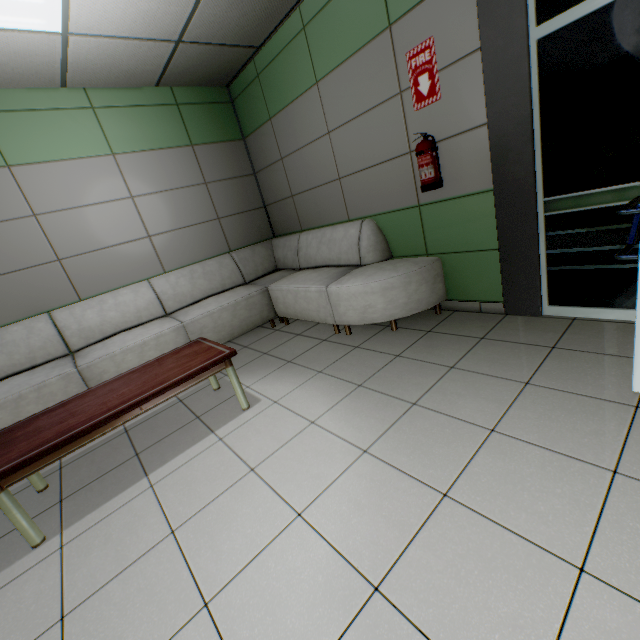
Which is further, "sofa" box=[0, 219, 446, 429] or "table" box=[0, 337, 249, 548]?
"sofa" box=[0, 219, 446, 429]

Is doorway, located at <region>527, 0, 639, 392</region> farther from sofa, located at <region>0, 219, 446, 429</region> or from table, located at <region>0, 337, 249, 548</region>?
table, located at <region>0, 337, 249, 548</region>

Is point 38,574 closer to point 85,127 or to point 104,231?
point 104,231

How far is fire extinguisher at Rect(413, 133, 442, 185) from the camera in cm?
274

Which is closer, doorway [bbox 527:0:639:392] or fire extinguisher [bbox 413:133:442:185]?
doorway [bbox 527:0:639:392]

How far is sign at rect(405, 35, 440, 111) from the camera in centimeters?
259cm

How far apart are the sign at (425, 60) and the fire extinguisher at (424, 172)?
0.3 meters

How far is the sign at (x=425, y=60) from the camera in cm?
259
